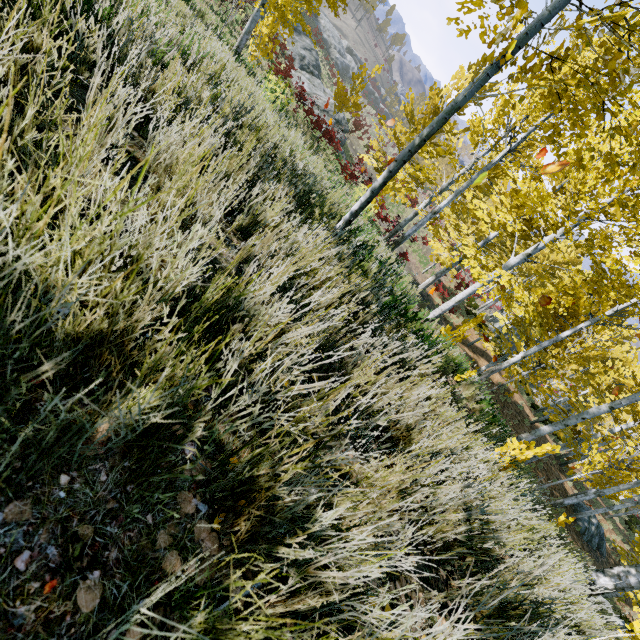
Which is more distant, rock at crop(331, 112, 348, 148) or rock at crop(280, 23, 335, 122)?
rock at crop(331, 112, 348, 148)

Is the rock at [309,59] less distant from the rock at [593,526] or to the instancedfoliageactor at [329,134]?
the instancedfoliageactor at [329,134]

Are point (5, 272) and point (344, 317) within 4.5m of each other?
yes

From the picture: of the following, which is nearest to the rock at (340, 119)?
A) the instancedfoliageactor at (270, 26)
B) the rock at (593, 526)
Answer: the instancedfoliageactor at (270, 26)

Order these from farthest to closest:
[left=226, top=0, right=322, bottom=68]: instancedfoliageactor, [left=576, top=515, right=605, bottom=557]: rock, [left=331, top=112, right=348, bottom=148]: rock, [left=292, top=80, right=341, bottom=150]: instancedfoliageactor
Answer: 1. [left=331, top=112, right=348, bottom=148]: rock
2. [left=576, top=515, right=605, bottom=557]: rock
3. [left=292, top=80, right=341, bottom=150]: instancedfoliageactor
4. [left=226, top=0, right=322, bottom=68]: instancedfoliageactor

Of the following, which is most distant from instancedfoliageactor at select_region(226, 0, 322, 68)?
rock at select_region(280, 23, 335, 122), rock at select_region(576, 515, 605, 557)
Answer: rock at select_region(280, 23, 335, 122)
